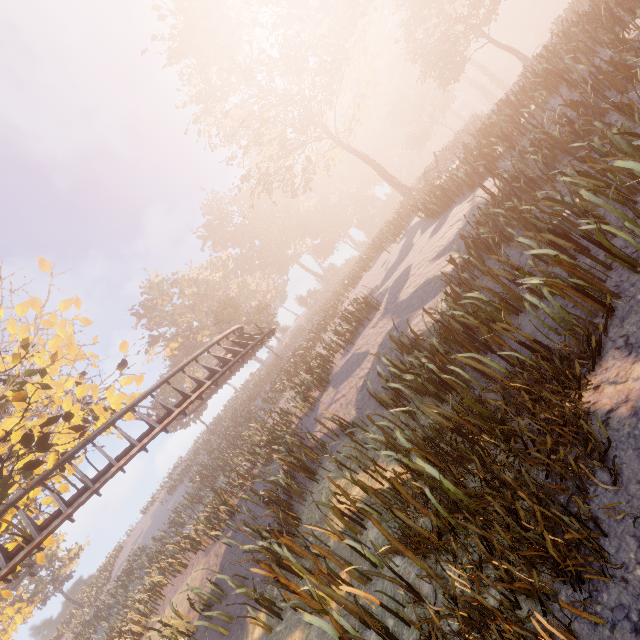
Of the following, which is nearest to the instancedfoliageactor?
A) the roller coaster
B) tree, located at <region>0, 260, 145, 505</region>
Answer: tree, located at <region>0, 260, 145, 505</region>

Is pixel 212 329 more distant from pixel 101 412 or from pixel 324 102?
pixel 101 412

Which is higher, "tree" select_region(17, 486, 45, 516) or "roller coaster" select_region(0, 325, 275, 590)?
"tree" select_region(17, 486, 45, 516)

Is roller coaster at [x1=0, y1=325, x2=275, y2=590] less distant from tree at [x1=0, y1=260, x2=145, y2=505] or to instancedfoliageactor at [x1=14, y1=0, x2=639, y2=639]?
tree at [x1=0, y1=260, x2=145, y2=505]

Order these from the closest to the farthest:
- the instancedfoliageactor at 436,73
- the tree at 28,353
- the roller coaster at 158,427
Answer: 1. the instancedfoliageactor at 436,73
2. the tree at 28,353
3. the roller coaster at 158,427

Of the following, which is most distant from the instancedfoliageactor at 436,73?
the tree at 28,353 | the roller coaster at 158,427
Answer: the roller coaster at 158,427
